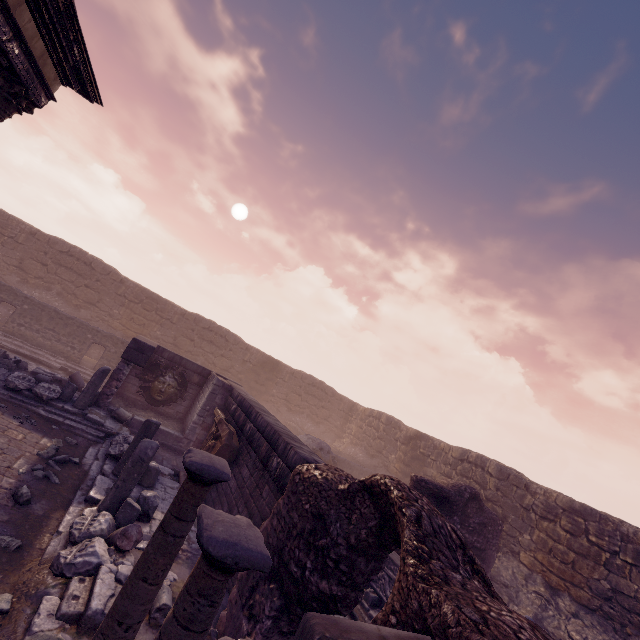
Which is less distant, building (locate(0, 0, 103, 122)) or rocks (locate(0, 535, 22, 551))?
rocks (locate(0, 535, 22, 551))

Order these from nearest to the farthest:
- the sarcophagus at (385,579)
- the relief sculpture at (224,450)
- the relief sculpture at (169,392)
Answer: the sarcophagus at (385,579)
the relief sculpture at (224,450)
the relief sculpture at (169,392)

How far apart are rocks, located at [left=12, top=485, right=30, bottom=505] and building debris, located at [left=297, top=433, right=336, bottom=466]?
11.0m

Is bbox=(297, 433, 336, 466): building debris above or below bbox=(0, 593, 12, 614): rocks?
above

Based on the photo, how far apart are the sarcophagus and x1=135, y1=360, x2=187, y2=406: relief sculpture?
8.7 meters

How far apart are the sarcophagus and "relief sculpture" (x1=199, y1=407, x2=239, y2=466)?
4.5m

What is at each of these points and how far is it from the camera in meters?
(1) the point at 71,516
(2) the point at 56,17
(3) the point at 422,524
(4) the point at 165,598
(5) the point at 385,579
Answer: (1) building debris, 5.6 m
(2) entablature, 5.4 m
(3) wall arch, 3.4 m
(4) debris pile, 4.5 m
(5) sarcophagus, 8.2 m

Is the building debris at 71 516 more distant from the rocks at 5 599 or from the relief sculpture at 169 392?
the relief sculpture at 169 392
